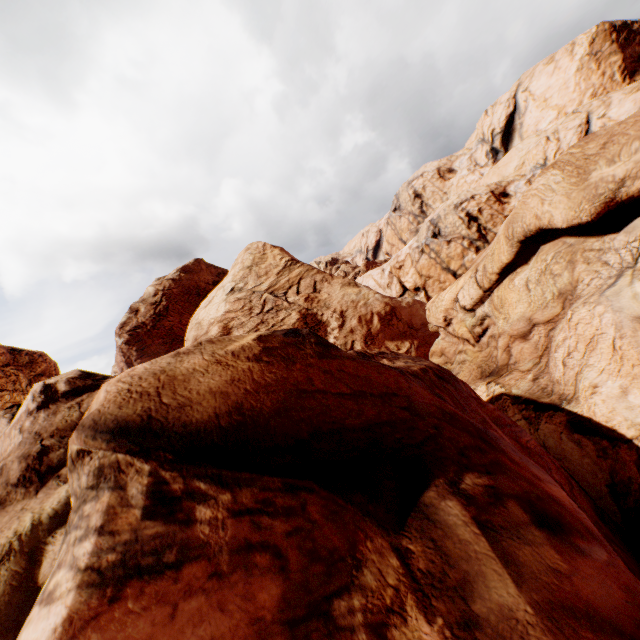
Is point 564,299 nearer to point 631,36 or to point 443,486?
point 443,486
